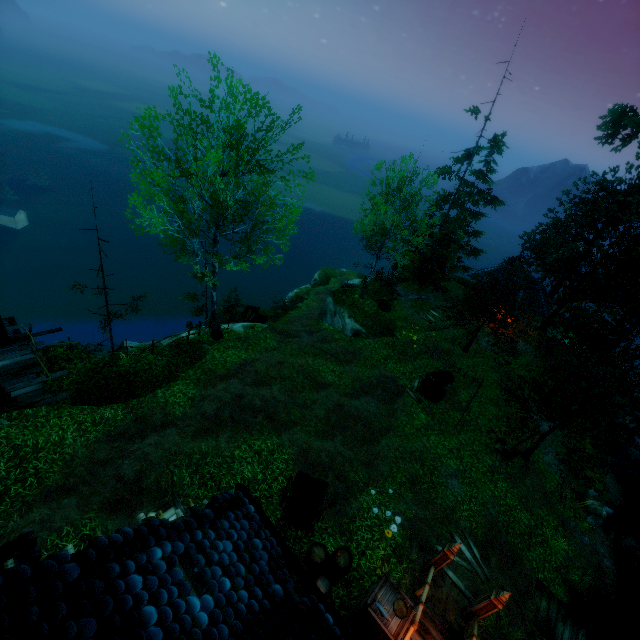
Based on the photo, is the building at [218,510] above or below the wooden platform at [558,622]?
above

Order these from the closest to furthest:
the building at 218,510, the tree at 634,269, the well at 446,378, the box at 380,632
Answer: the building at 218,510
the box at 380,632
the tree at 634,269
the well at 446,378

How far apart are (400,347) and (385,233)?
8.3m

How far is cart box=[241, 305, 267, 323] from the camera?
23.95m

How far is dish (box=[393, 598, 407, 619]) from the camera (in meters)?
8.13

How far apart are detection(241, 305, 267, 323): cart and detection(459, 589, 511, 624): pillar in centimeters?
1901cm

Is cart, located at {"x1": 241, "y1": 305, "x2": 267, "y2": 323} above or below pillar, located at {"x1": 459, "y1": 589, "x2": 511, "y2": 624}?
below

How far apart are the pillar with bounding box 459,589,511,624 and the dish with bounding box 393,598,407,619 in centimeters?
321cm
